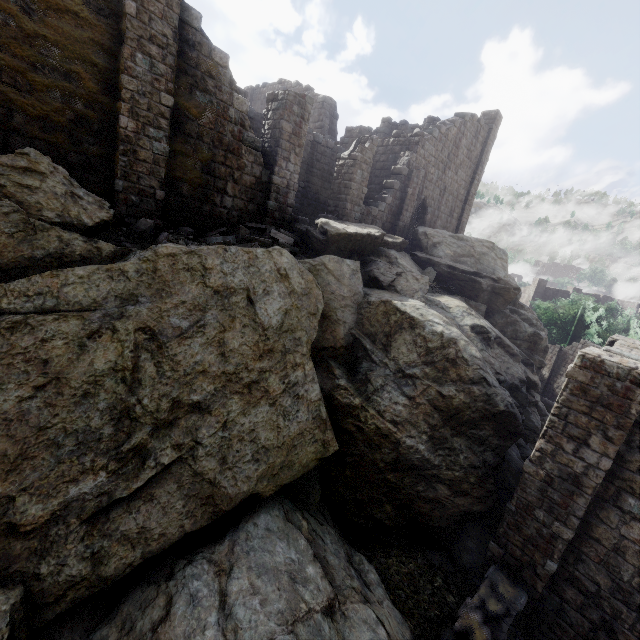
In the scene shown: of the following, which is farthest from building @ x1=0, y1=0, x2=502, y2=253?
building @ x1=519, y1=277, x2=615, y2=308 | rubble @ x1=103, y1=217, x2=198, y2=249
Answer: building @ x1=519, y1=277, x2=615, y2=308

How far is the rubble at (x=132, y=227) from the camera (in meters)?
8.61

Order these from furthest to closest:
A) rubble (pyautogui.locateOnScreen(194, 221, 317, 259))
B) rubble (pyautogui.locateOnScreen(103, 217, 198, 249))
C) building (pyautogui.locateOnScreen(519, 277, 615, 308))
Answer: building (pyautogui.locateOnScreen(519, 277, 615, 308))
rubble (pyautogui.locateOnScreen(194, 221, 317, 259))
rubble (pyautogui.locateOnScreen(103, 217, 198, 249))

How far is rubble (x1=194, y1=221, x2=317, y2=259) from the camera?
10.8m

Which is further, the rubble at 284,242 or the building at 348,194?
the rubble at 284,242

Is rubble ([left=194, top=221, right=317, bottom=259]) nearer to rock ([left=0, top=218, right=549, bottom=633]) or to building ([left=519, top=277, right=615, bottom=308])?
rock ([left=0, top=218, right=549, bottom=633])

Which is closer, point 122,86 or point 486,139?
point 122,86

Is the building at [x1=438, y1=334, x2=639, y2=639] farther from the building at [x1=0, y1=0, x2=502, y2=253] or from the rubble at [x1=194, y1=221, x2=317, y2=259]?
the rubble at [x1=194, y1=221, x2=317, y2=259]
